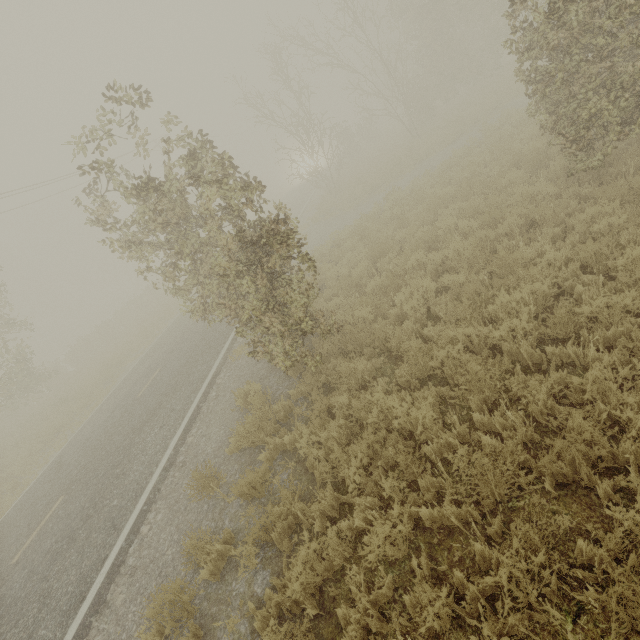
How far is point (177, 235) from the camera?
7.48m
